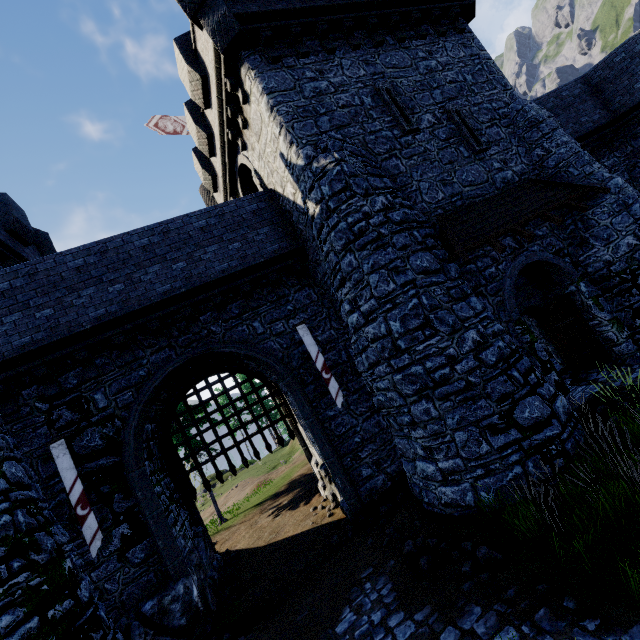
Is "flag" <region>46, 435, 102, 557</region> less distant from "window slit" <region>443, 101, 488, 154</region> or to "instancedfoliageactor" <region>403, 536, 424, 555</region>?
"instancedfoliageactor" <region>403, 536, 424, 555</region>

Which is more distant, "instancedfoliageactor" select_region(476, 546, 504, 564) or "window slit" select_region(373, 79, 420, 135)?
"window slit" select_region(373, 79, 420, 135)

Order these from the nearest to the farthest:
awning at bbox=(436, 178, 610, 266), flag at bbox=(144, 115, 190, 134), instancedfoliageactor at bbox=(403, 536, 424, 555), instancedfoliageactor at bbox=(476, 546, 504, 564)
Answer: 1. instancedfoliageactor at bbox=(476, 546, 504, 564)
2. instancedfoliageactor at bbox=(403, 536, 424, 555)
3. awning at bbox=(436, 178, 610, 266)
4. flag at bbox=(144, 115, 190, 134)

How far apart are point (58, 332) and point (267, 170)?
8.22m

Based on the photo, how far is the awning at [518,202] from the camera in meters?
8.5

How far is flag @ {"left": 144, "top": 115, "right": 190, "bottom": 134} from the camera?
17.7 meters

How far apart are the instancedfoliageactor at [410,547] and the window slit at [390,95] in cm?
1107

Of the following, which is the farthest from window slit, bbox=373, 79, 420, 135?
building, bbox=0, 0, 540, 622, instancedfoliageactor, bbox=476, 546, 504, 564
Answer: instancedfoliageactor, bbox=476, 546, 504, 564
